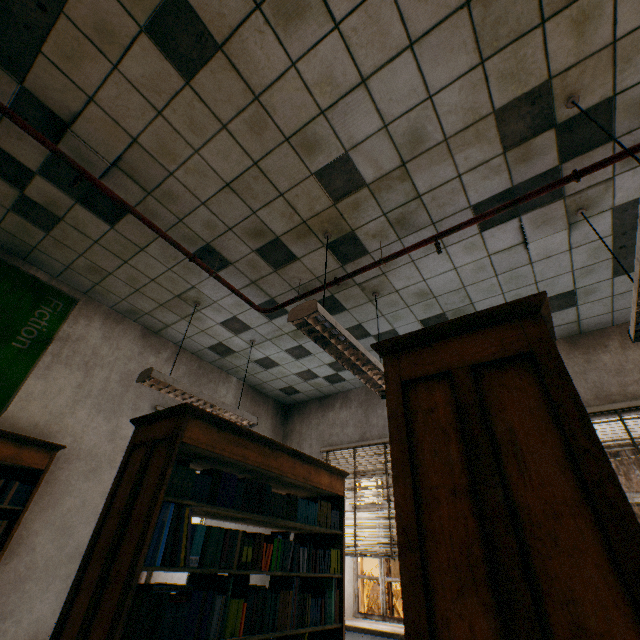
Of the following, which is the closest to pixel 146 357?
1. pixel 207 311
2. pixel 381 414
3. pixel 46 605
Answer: pixel 207 311

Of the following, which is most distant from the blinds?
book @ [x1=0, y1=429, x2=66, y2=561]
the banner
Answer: the banner

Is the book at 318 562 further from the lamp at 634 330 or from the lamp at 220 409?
the lamp at 634 330

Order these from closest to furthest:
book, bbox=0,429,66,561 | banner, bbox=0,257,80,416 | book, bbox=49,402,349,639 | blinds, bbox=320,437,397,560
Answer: book, bbox=49,402,349,639 < book, bbox=0,429,66,561 < banner, bbox=0,257,80,416 < blinds, bbox=320,437,397,560

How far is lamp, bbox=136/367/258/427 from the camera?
3.26m

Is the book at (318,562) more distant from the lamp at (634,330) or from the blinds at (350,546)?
the lamp at (634,330)

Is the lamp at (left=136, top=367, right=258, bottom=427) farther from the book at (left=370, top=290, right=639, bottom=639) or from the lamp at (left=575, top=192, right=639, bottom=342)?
the lamp at (left=575, top=192, right=639, bottom=342)

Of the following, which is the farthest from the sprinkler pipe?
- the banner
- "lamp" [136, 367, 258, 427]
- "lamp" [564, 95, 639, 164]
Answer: the banner
